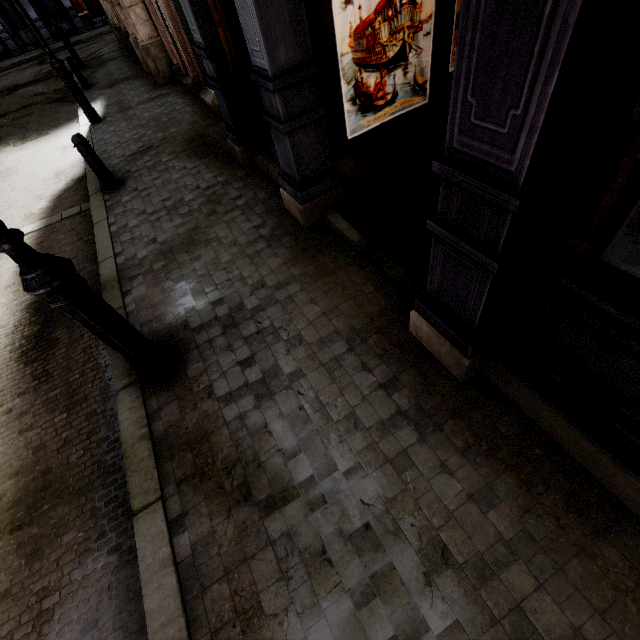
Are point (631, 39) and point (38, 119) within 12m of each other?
no

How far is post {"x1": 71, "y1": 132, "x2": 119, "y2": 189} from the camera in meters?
5.6

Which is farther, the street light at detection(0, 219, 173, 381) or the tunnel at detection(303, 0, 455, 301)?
the tunnel at detection(303, 0, 455, 301)

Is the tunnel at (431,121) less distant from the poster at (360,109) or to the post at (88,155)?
the poster at (360,109)

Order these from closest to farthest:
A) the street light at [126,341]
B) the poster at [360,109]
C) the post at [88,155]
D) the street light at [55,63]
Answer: the street light at [126,341] → the poster at [360,109] → the post at [88,155] → the street light at [55,63]

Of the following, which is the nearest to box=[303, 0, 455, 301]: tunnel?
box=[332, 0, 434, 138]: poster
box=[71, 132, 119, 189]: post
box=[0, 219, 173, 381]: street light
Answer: box=[332, 0, 434, 138]: poster

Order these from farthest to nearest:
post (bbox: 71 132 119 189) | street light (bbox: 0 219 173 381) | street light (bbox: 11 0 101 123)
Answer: street light (bbox: 11 0 101 123) < post (bbox: 71 132 119 189) < street light (bbox: 0 219 173 381)

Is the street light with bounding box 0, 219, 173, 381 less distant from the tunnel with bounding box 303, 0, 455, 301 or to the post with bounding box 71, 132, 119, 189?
the tunnel with bounding box 303, 0, 455, 301
